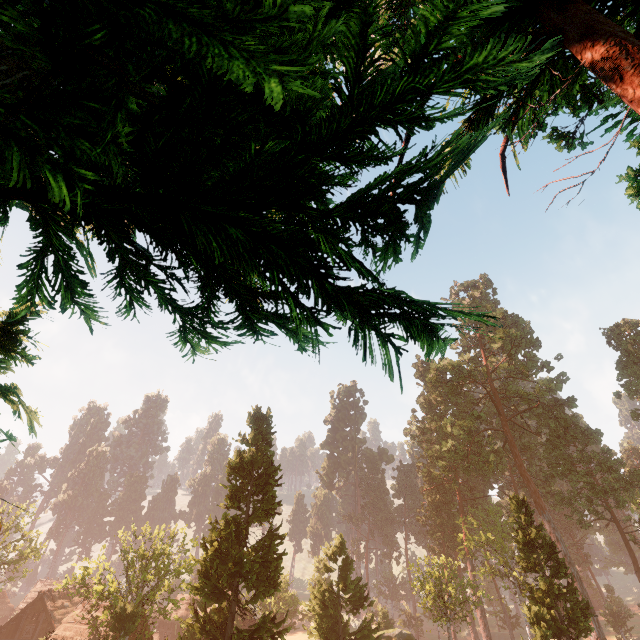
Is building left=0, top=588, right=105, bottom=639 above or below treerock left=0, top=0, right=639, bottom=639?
below

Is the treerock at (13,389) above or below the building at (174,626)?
above

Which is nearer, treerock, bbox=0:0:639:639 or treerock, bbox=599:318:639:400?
treerock, bbox=0:0:639:639

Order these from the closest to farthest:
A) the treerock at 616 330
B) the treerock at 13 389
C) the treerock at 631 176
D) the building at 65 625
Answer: the treerock at 13 389 → the treerock at 631 176 → the building at 65 625 → the treerock at 616 330

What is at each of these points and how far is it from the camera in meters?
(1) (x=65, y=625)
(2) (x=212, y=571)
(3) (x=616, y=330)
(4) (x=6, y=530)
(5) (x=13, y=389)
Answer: (1) building, 31.5 m
(2) treerock, 23.0 m
(3) treerock, 47.1 m
(4) treerock, 39.7 m
(5) treerock, 3.9 m

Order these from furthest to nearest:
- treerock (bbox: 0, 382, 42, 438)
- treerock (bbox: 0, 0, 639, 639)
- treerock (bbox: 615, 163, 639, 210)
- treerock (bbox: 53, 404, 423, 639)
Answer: treerock (bbox: 53, 404, 423, 639) → treerock (bbox: 615, 163, 639, 210) → treerock (bbox: 0, 382, 42, 438) → treerock (bbox: 0, 0, 639, 639)

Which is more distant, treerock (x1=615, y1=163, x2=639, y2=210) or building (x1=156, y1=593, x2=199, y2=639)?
building (x1=156, y1=593, x2=199, y2=639)
